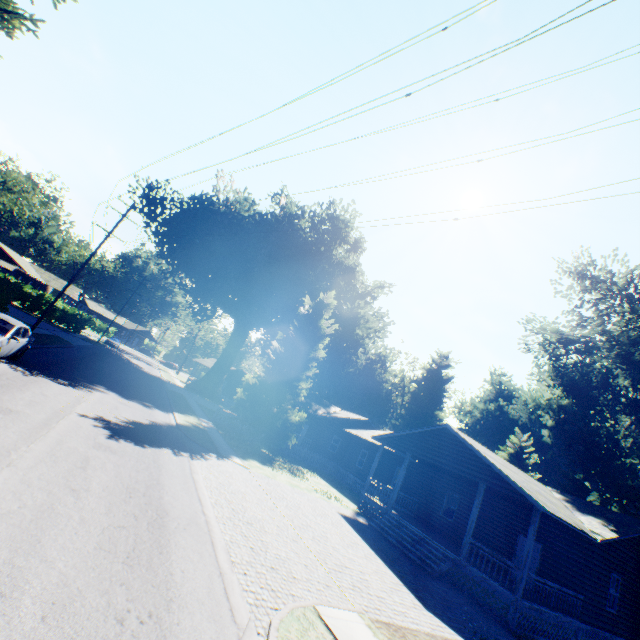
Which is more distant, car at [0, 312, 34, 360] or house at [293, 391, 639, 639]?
house at [293, 391, 639, 639]

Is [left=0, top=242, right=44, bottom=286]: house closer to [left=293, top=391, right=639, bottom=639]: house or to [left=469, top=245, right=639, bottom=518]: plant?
[left=469, top=245, right=639, bottom=518]: plant

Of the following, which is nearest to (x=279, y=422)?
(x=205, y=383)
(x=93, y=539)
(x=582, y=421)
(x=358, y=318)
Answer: (x=93, y=539)

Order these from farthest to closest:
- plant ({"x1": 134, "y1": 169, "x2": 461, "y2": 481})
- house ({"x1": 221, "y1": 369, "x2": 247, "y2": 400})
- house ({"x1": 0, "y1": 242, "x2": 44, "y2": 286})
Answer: house ({"x1": 221, "y1": 369, "x2": 247, "y2": 400}) < house ({"x1": 0, "y1": 242, "x2": 44, "y2": 286}) < plant ({"x1": 134, "y1": 169, "x2": 461, "y2": 481})

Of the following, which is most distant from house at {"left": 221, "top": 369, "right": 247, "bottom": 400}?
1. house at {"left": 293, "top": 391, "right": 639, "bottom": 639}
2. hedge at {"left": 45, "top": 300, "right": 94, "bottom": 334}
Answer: hedge at {"left": 45, "top": 300, "right": 94, "bottom": 334}

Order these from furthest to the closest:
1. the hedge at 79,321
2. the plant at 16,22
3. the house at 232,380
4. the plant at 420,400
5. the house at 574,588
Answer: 1. the house at 232,380
2. the hedge at 79,321
3. the plant at 420,400
4. the house at 574,588
5. the plant at 16,22

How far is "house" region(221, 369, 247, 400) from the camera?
58.4 meters

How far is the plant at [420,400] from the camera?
24.9m
